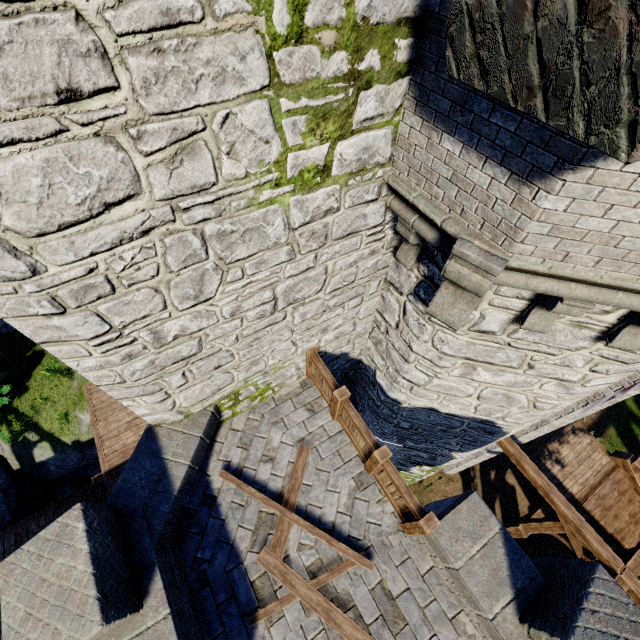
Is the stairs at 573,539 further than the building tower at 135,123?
Yes

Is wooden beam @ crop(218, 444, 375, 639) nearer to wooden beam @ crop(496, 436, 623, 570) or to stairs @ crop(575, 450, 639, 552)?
wooden beam @ crop(496, 436, 623, 570)

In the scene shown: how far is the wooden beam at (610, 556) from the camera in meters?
7.2 m

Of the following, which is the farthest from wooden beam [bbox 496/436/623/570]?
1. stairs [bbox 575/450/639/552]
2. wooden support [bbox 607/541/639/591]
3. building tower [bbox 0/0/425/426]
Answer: building tower [bbox 0/0/425/426]

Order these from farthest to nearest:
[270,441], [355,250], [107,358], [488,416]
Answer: [488,416] → [270,441] → [355,250] → [107,358]

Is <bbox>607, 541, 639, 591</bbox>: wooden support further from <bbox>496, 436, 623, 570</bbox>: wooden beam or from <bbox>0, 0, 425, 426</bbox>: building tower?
<bbox>0, 0, 425, 426</bbox>: building tower

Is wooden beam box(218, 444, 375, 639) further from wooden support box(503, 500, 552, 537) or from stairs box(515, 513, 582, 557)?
wooden support box(503, 500, 552, 537)

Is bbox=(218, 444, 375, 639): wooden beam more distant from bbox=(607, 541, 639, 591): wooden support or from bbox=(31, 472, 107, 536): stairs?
bbox=(31, 472, 107, 536): stairs
